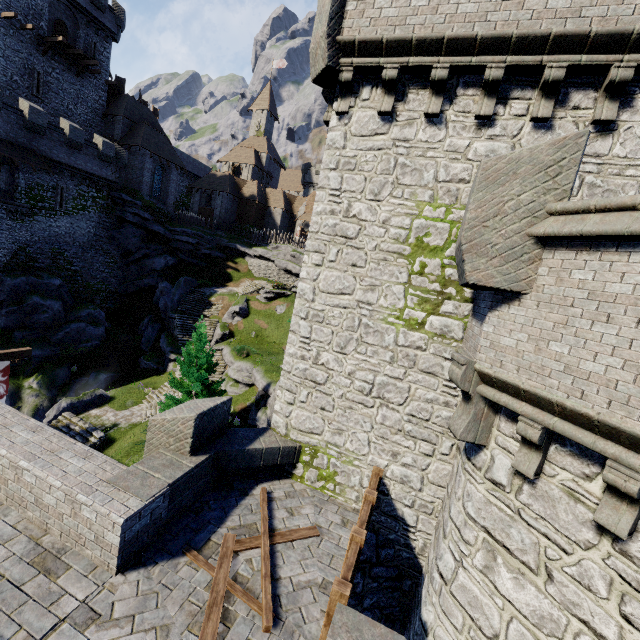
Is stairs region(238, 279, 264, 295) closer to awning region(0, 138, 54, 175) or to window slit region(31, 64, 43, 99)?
awning region(0, 138, 54, 175)

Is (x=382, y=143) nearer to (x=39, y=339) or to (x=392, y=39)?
(x=392, y=39)

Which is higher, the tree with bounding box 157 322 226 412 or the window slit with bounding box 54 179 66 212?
the window slit with bounding box 54 179 66 212

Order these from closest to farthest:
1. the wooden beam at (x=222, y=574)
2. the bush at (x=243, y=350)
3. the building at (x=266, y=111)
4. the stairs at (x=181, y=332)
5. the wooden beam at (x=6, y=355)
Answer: the wooden beam at (x=222, y=574)
the wooden beam at (x=6, y=355)
the bush at (x=243, y=350)
the stairs at (x=181, y=332)
the building at (x=266, y=111)

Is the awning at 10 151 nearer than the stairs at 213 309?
Yes

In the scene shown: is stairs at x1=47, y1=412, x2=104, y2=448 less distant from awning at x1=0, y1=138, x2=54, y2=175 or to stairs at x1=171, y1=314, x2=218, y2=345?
stairs at x1=171, y1=314, x2=218, y2=345

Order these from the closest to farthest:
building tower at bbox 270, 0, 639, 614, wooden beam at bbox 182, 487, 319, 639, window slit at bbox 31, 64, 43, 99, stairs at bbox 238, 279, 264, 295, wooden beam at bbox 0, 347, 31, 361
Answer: wooden beam at bbox 182, 487, 319, 639, building tower at bbox 270, 0, 639, 614, wooden beam at bbox 0, 347, 31, 361, window slit at bbox 31, 64, 43, 99, stairs at bbox 238, 279, 264, 295

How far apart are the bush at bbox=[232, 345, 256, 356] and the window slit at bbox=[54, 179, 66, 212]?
21.14m
